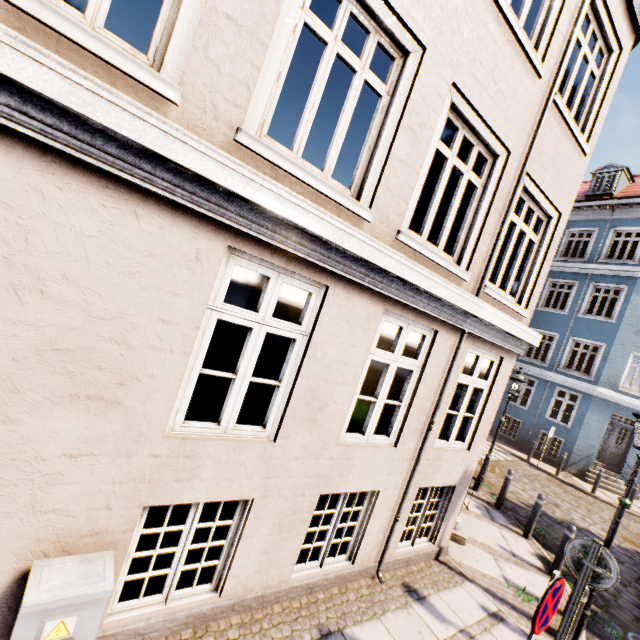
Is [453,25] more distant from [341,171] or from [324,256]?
[341,171]

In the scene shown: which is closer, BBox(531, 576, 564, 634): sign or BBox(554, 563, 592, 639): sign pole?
BBox(531, 576, 564, 634): sign

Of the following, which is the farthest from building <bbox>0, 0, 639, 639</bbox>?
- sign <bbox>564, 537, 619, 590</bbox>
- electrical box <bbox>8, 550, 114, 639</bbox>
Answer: sign <bbox>564, 537, 619, 590</bbox>

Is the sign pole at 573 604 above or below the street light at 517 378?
below

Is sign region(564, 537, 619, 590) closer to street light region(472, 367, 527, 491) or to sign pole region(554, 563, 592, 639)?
sign pole region(554, 563, 592, 639)

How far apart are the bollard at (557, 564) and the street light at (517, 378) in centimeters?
286cm

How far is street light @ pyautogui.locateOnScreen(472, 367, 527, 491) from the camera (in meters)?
9.30

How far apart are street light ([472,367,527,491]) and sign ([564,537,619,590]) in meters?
5.6
